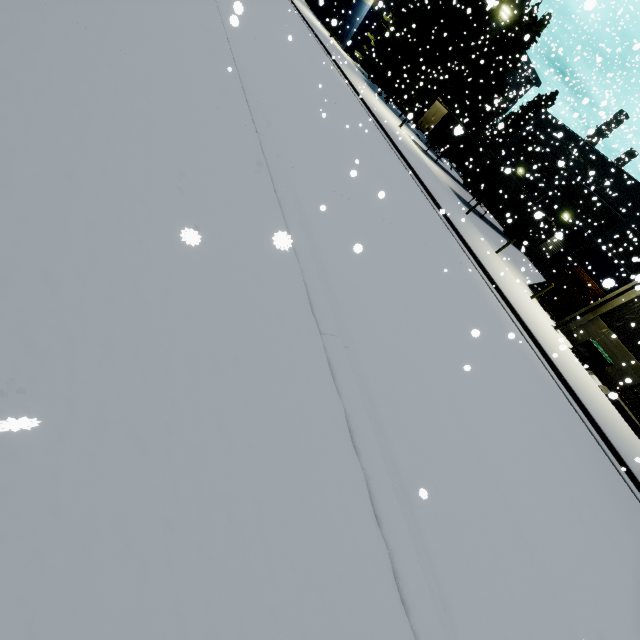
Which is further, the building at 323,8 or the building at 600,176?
the building at 323,8

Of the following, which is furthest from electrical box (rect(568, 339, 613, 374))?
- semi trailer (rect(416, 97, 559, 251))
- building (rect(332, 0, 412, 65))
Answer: building (rect(332, 0, 412, 65))

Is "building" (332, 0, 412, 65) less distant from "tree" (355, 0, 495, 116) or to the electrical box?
"tree" (355, 0, 495, 116)

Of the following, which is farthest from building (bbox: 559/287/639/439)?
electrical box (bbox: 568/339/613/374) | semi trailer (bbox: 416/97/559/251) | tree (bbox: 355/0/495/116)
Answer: tree (bbox: 355/0/495/116)

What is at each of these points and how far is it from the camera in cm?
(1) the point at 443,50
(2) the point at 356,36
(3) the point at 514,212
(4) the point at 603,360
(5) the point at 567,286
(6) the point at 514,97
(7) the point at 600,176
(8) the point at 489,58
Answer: (1) tree, 3186
(2) building, 4131
(3) semi trailer, 2783
(4) electrical box, 1566
(5) pallet, 1911
(6) building, 5434
(7) building, 3069
(8) tree, 3177

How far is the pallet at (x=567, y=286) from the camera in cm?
1844

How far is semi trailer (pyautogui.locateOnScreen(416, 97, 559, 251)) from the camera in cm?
2416

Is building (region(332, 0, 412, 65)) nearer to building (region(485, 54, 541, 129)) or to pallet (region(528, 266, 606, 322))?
building (region(485, 54, 541, 129))
